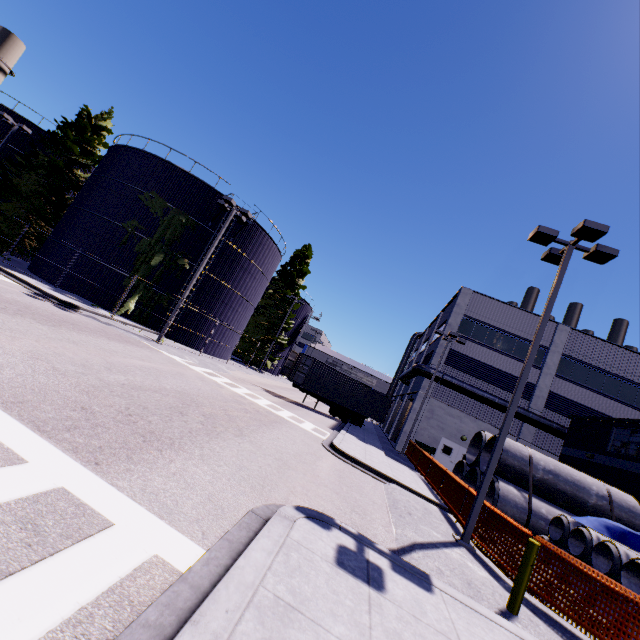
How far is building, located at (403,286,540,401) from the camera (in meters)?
26.25

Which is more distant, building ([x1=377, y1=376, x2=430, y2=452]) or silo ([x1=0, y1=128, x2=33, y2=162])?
silo ([x1=0, y1=128, x2=33, y2=162])

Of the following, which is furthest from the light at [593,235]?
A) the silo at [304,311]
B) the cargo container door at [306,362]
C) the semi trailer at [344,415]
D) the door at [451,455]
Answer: the silo at [304,311]

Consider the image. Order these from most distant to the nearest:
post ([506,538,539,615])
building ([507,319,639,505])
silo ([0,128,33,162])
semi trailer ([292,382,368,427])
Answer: silo ([0,128,33,162])
semi trailer ([292,382,368,427])
building ([507,319,639,505])
post ([506,538,539,615])

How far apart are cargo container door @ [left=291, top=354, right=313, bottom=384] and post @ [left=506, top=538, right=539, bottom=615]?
18.61m

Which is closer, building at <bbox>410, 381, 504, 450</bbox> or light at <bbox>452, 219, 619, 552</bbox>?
light at <bbox>452, 219, 619, 552</bbox>

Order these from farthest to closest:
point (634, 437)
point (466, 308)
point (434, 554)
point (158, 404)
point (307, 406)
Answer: point (466, 308) → point (307, 406) → point (634, 437) → point (158, 404) → point (434, 554)

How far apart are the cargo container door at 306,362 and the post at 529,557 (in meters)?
18.61
